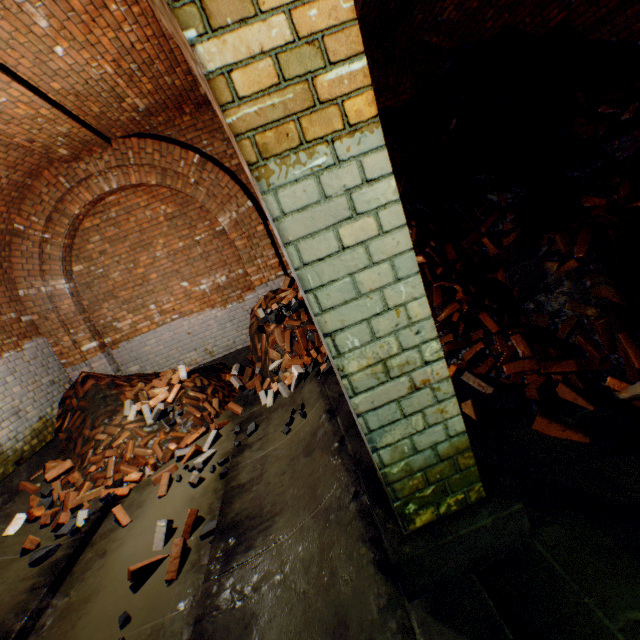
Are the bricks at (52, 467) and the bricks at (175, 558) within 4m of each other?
yes

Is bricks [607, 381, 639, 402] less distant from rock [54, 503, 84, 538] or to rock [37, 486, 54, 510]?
rock [54, 503, 84, 538]

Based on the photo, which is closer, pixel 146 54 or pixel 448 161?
pixel 146 54

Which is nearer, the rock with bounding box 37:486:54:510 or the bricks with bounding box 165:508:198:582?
the bricks with bounding box 165:508:198:582

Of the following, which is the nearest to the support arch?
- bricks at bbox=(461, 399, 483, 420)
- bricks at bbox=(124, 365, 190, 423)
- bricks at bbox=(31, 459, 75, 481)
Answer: bricks at bbox=(461, 399, 483, 420)

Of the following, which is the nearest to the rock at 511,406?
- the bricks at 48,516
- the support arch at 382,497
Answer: the support arch at 382,497

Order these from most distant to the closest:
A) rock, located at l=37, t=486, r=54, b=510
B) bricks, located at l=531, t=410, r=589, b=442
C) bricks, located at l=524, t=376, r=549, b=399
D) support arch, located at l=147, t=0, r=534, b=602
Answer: rock, located at l=37, t=486, r=54, b=510, bricks, located at l=524, t=376, r=549, b=399, bricks, located at l=531, t=410, r=589, b=442, support arch, located at l=147, t=0, r=534, b=602

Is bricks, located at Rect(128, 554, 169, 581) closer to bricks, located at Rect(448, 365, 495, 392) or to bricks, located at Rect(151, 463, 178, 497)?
bricks, located at Rect(151, 463, 178, 497)
